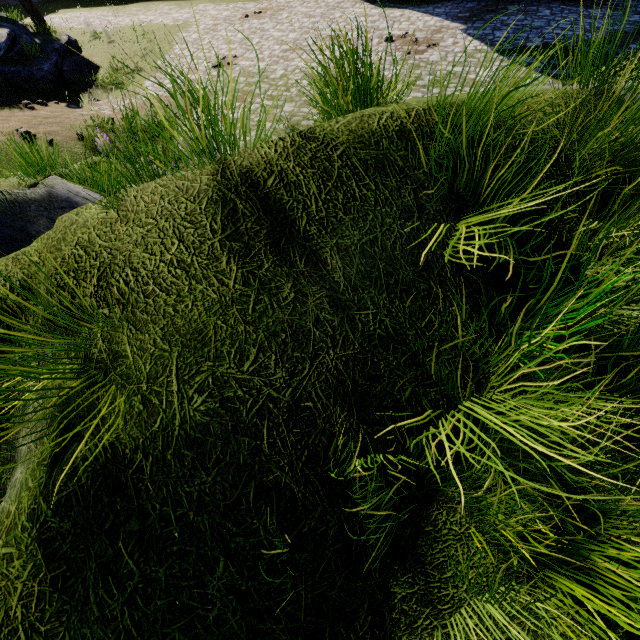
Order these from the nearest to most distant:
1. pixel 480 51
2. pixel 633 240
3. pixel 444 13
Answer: pixel 633 240 → pixel 480 51 → pixel 444 13
